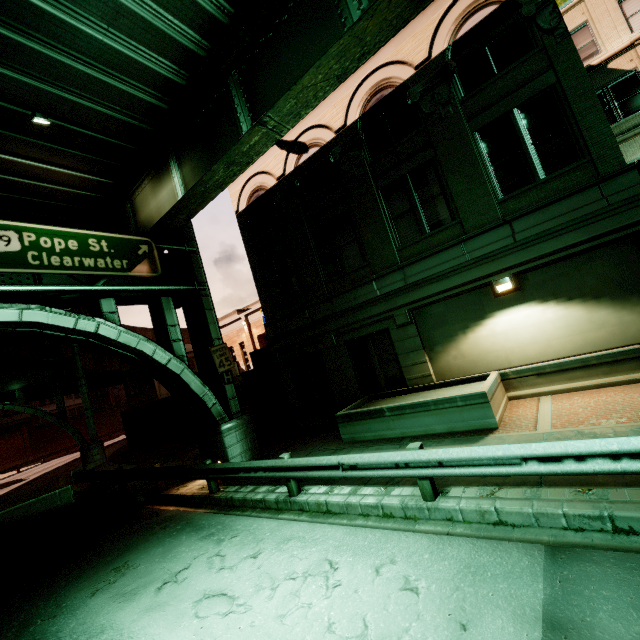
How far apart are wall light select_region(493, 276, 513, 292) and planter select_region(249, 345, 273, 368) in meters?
11.1 m

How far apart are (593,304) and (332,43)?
9.5m

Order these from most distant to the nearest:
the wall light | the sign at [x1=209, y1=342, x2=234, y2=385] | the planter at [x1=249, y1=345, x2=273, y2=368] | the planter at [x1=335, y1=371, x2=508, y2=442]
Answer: the planter at [x1=249, y1=345, x2=273, y2=368] → the sign at [x1=209, y1=342, x2=234, y2=385] → the wall light → the planter at [x1=335, y1=371, x2=508, y2=442]

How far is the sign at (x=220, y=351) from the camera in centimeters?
1264cm

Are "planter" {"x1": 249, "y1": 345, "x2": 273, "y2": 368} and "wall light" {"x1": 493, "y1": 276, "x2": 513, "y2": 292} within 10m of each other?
no

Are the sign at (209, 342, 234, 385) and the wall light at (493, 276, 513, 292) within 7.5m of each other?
no

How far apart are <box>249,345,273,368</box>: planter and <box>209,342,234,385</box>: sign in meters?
4.4

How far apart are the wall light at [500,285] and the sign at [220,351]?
10.0m
